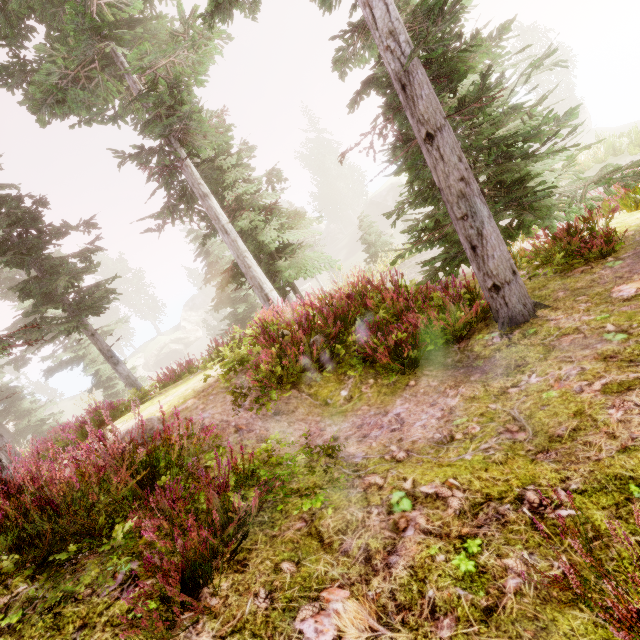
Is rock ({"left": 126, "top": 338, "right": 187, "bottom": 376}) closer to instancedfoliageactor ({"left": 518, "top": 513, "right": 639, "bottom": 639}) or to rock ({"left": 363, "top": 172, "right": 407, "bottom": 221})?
instancedfoliageactor ({"left": 518, "top": 513, "right": 639, "bottom": 639})

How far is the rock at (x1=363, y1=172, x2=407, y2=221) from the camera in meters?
50.1

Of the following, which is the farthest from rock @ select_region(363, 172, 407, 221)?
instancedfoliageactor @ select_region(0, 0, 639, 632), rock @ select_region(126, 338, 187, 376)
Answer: rock @ select_region(126, 338, 187, 376)

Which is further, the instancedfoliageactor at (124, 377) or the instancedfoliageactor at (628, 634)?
the instancedfoliageactor at (124, 377)

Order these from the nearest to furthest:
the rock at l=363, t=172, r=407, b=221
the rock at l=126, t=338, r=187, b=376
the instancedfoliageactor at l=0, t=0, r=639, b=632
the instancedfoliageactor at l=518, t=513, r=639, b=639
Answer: the instancedfoliageactor at l=518, t=513, r=639, b=639 < the instancedfoliageactor at l=0, t=0, r=639, b=632 < the rock at l=363, t=172, r=407, b=221 < the rock at l=126, t=338, r=187, b=376

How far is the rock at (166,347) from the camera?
Result: 57.2m

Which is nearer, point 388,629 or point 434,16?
point 388,629
